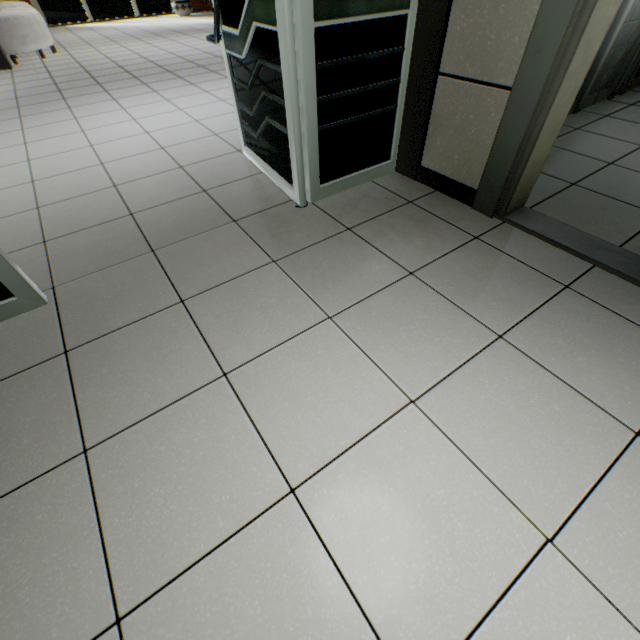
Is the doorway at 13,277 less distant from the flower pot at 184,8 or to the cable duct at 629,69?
the cable duct at 629,69

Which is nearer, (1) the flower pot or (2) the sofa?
(2) the sofa

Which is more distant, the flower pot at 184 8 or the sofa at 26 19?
the flower pot at 184 8

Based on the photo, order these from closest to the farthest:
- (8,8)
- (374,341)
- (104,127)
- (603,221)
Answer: (374,341) → (603,221) → (104,127) → (8,8)

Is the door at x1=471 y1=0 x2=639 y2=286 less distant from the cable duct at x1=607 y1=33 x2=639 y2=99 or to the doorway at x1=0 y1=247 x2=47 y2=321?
the doorway at x1=0 y1=247 x2=47 y2=321

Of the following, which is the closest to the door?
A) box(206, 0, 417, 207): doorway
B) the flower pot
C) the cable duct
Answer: box(206, 0, 417, 207): doorway

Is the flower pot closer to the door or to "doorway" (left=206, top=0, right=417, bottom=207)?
"doorway" (left=206, top=0, right=417, bottom=207)

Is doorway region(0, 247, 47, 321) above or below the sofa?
below
